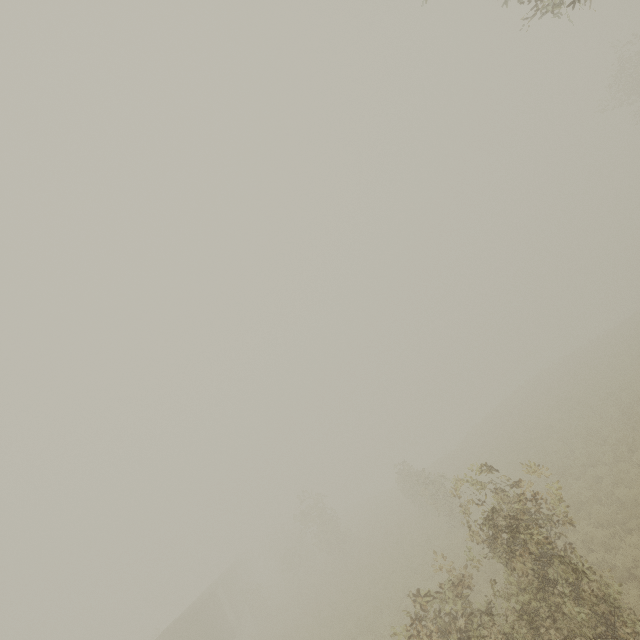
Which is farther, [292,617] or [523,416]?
[523,416]
